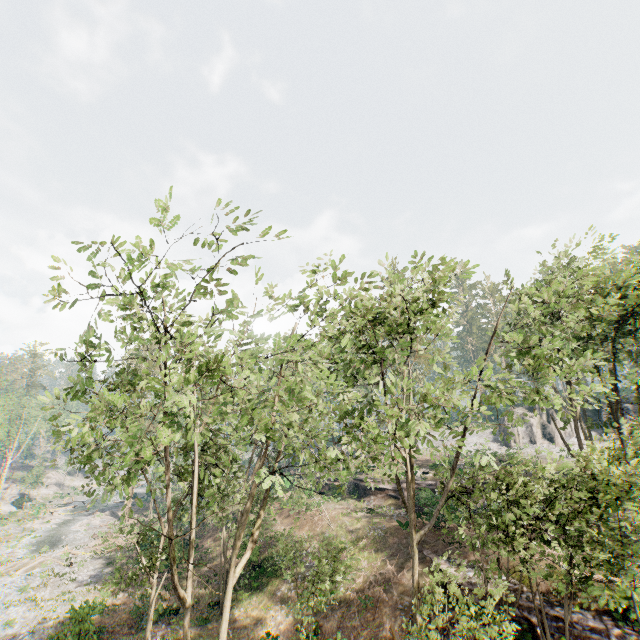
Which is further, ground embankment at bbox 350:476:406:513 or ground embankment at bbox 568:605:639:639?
ground embankment at bbox 350:476:406:513

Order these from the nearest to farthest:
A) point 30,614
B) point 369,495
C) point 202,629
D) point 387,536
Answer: point 202,629 → point 30,614 → point 387,536 → point 369,495

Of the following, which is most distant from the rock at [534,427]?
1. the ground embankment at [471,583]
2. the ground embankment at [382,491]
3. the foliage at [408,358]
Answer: the ground embankment at [471,583]

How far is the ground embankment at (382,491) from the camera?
30.72m

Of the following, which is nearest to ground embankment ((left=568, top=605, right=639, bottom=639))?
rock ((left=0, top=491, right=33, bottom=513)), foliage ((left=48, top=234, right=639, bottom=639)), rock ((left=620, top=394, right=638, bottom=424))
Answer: foliage ((left=48, top=234, right=639, bottom=639))

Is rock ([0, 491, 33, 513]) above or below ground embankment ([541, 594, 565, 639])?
below

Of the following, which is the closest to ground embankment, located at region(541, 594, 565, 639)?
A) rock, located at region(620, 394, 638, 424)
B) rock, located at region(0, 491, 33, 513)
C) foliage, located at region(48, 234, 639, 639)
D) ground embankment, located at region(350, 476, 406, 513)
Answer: foliage, located at region(48, 234, 639, 639)
